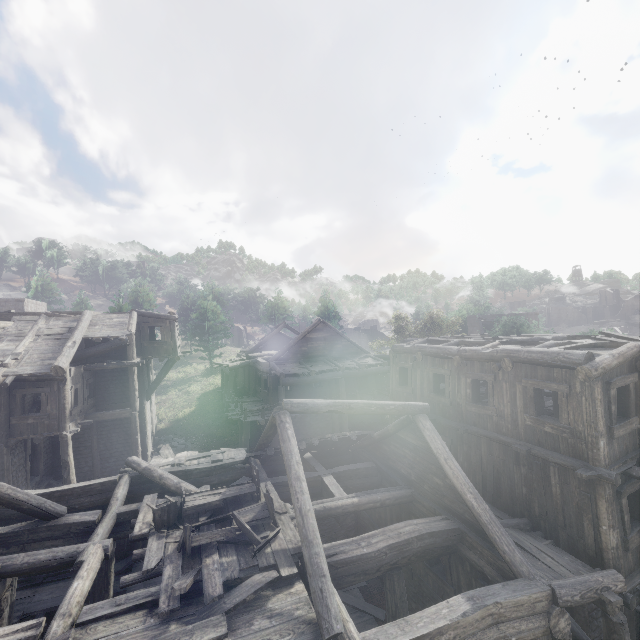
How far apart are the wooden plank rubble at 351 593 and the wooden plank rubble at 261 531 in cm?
448

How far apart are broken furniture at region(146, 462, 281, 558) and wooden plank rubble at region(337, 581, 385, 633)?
4.8m

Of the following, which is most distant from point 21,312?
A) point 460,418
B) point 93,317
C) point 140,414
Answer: point 460,418

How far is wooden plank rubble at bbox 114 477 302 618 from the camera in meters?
6.4

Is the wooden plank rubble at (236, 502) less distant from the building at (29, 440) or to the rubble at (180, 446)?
the building at (29, 440)

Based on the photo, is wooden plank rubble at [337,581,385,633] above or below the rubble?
below

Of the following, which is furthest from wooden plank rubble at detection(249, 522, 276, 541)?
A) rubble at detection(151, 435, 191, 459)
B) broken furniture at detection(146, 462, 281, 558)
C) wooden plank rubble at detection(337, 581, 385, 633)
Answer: rubble at detection(151, 435, 191, 459)

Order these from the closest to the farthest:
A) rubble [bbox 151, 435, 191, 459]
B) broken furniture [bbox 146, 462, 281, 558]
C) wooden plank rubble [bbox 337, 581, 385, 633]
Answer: broken furniture [bbox 146, 462, 281, 558], wooden plank rubble [bbox 337, 581, 385, 633], rubble [bbox 151, 435, 191, 459]
